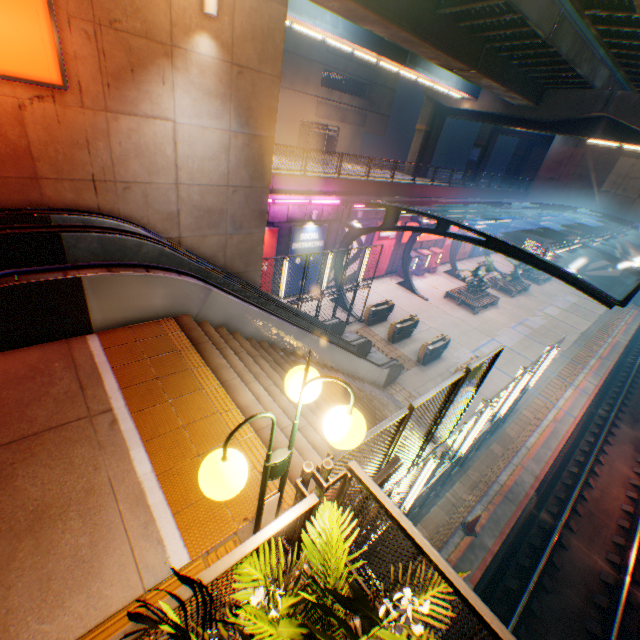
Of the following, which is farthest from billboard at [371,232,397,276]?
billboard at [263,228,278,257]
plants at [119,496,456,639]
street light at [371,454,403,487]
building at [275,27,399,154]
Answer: plants at [119,496,456,639]

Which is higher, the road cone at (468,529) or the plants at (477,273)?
the plants at (477,273)

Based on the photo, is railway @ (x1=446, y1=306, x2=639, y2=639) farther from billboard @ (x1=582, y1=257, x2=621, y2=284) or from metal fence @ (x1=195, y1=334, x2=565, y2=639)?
billboard @ (x1=582, y1=257, x2=621, y2=284)

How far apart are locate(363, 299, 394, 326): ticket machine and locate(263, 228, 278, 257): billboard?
5.6 meters

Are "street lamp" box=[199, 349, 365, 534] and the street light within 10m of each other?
yes

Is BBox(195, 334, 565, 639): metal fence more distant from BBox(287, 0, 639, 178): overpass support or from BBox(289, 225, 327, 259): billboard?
BBox(289, 225, 327, 259): billboard

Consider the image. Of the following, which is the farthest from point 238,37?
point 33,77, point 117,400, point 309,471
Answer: point 309,471

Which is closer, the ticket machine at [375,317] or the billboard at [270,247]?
the billboard at [270,247]
